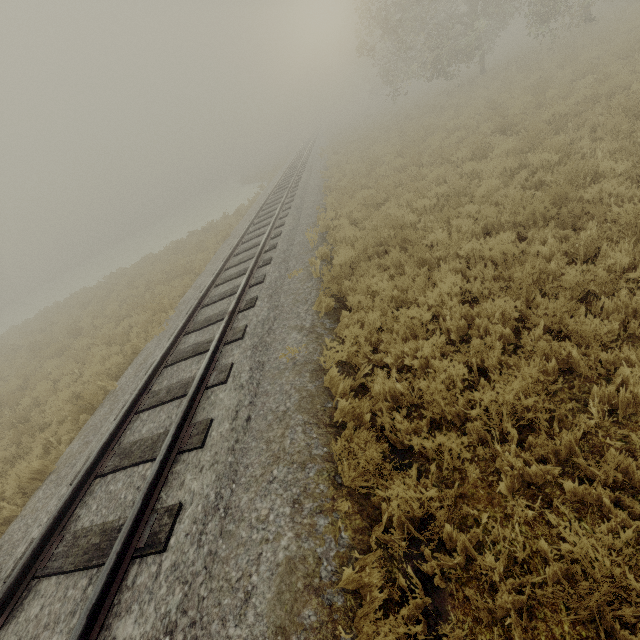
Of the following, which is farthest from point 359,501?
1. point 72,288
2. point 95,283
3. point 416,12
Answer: point 72,288
